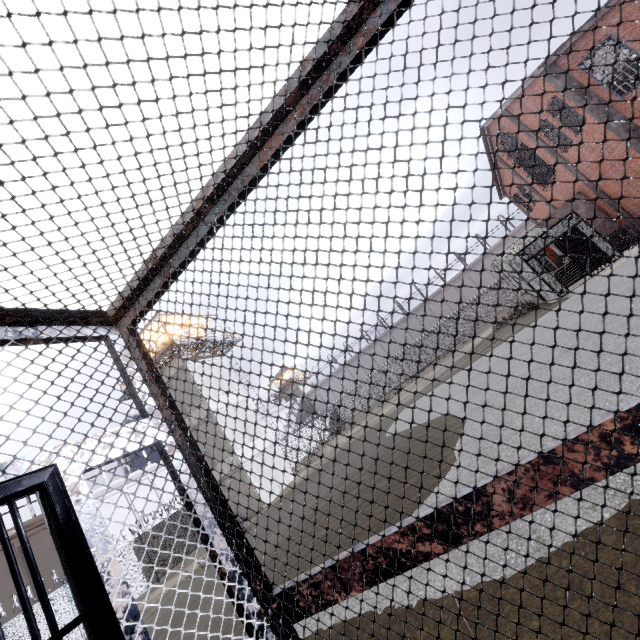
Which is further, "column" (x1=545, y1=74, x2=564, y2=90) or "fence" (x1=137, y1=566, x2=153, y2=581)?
"fence" (x1=137, y1=566, x2=153, y2=581)

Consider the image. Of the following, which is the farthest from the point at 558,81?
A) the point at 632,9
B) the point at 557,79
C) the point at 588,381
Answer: the point at 588,381

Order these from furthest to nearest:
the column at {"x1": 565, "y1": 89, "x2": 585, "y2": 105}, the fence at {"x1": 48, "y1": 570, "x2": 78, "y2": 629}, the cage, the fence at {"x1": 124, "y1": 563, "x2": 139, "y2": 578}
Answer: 1. the fence at {"x1": 124, "y1": 563, "x2": 139, "y2": 578}
2. the fence at {"x1": 48, "y1": 570, "x2": 78, "y2": 629}
3. the column at {"x1": 565, "y1": 89, "x2": 585, "y2": 105}
4. the cage

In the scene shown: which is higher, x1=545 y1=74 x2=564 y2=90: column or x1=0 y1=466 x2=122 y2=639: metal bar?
x1=545 y1=74 x2=564 y2=90: column

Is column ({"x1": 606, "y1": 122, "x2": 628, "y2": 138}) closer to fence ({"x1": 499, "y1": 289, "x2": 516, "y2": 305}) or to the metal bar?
the metal bar

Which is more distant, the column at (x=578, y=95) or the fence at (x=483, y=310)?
the fence at (x=483, y=310)

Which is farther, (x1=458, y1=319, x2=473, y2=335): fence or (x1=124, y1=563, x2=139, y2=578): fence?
(x1=458, y1=319, x2=473, y2=335): fence

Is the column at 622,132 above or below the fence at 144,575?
above
